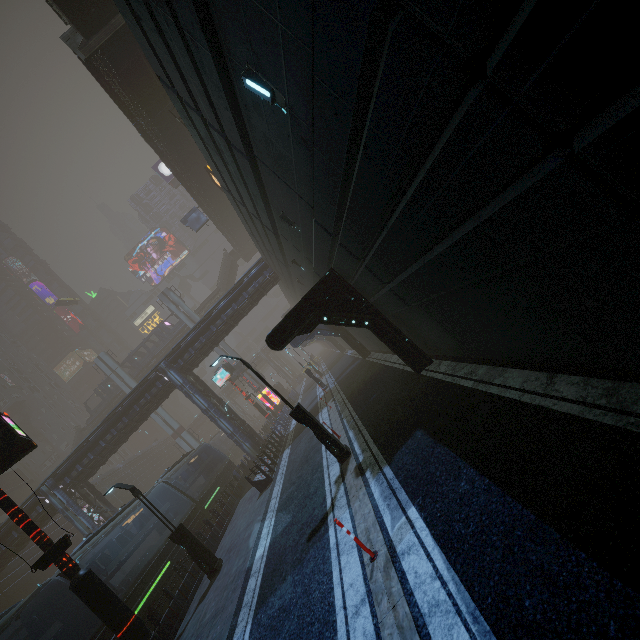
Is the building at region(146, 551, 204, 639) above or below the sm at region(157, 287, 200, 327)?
below

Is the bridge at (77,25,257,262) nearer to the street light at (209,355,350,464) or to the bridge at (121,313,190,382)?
the bridge at (121,313,190,382)

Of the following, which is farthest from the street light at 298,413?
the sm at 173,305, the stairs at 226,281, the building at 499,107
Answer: the stairs at 226,281

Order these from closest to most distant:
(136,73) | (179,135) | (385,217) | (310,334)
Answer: (385,217)
(136,73)
(310,334)
(179,135)

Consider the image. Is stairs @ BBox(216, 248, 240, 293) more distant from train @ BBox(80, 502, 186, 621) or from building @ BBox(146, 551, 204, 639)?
train @ BBox(80, 502, 186, 621)

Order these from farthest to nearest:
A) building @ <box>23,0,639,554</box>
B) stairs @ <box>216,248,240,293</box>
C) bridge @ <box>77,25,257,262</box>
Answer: stairs @ <box>216,248,240,293</box> → bridge @ <box>77,25,257,262</box> → building @ <box>23,0,639,554</box>

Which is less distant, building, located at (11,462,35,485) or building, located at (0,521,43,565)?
building, located at (0,521,43,565)

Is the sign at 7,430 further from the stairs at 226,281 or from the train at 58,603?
the stairs at 226,281
